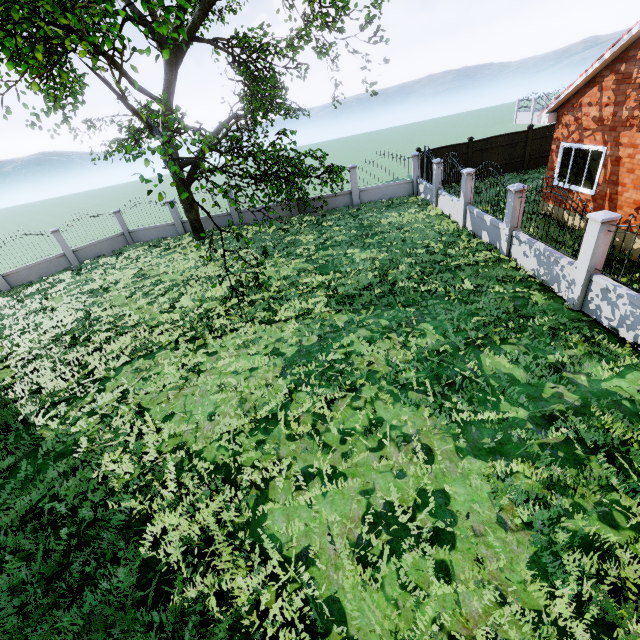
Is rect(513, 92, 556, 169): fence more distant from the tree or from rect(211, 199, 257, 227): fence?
the tree

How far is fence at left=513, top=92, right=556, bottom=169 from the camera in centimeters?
1814cm

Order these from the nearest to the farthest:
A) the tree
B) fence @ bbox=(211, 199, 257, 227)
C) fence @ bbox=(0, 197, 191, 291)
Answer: the tree
fence @ bbox=(0, 197, 191, 291)
fence @ bbox=(211, 199, 257, 227)

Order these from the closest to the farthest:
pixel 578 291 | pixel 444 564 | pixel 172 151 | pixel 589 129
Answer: pixel 444 564
pixel 578 291
pixel 589 129
pixel 172 151

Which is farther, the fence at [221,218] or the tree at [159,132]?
the fence at [221,218]

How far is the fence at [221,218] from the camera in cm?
2012

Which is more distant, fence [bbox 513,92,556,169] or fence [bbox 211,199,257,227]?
fence [bbox 211,199,257,227]
